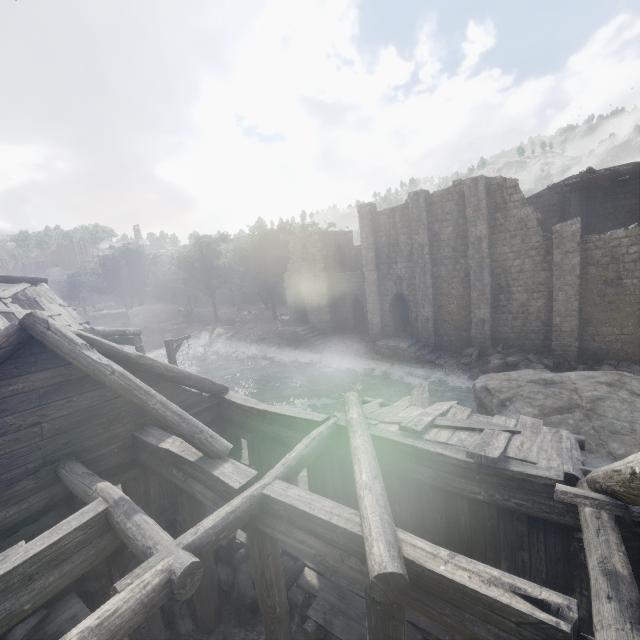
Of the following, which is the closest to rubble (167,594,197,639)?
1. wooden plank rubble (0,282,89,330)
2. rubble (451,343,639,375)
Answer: wooden plank rubble (0,282,89,330)

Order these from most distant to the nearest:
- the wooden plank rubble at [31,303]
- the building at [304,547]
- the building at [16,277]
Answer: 1. the building at [16,277]
2. the wooden plank rubble at [31,303]
3. the building at [304,547]

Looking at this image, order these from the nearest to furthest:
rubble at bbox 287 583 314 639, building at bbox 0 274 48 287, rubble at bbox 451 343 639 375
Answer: rubble at bbox 287 583 314 639 < building at bbox 0 274 48 287 < rubble at bbox 451 343 639 375

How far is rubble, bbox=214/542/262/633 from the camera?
8.1m

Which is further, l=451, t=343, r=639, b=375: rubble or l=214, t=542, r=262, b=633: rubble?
l=451, t=343, r=639, b=375: rubble

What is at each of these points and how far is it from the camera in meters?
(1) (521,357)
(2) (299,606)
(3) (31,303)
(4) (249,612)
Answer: (1) rubble, 21.6 m
(2) rubble, 8.4 m
(3) wooden plank rubble, 15.2 m
(4) rubble, 8.2 m

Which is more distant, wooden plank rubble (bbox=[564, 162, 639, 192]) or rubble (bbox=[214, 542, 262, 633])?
wooden plank rubble (bbox=[564, 162, 639, 192])

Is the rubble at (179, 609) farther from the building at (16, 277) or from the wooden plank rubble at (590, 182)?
the wooden plank rubble at (590, 182)
